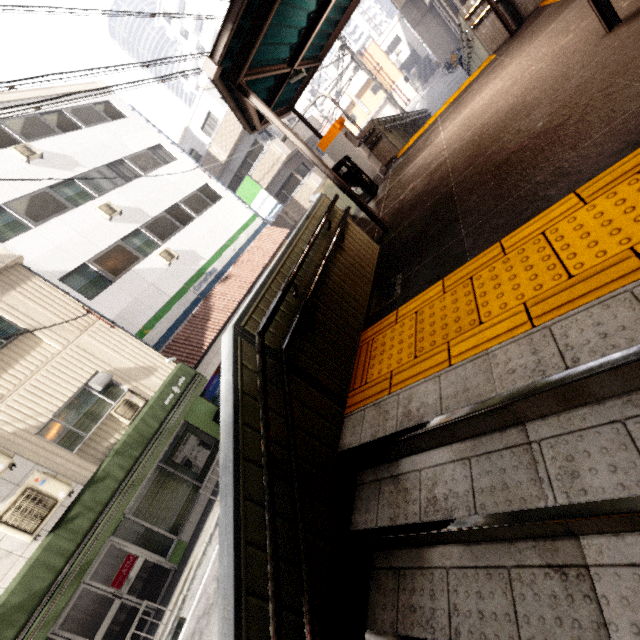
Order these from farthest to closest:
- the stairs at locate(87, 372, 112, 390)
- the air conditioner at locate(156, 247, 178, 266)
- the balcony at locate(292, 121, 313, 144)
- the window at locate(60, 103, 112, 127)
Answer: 1. the balcony at locate(292, 121, 313, 144)
2. the window at locate(60, 103, 112, 127)
3. the air conditioner at locate(156, 247, 178, 266)
4. the stairs at locate(87, 372, 112, 390)

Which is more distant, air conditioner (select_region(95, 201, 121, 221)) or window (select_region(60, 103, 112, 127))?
window (select_region(60, 103, 112, 127))

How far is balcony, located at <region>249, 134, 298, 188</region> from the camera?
19.92m

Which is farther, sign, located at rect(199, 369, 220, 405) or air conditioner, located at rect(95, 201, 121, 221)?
air conditioner, located at rect(95, 201, 121, 221)

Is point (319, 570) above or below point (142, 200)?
below

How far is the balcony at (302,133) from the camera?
22.9 meters

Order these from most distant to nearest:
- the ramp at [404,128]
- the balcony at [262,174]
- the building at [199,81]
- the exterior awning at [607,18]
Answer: the building at [199,81] → the balcony at [262,174] → the ramp at [404,128] → the exterior awning at [607,18]

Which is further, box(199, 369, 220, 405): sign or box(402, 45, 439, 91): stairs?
box(402, 45, 439, 91): stairs
